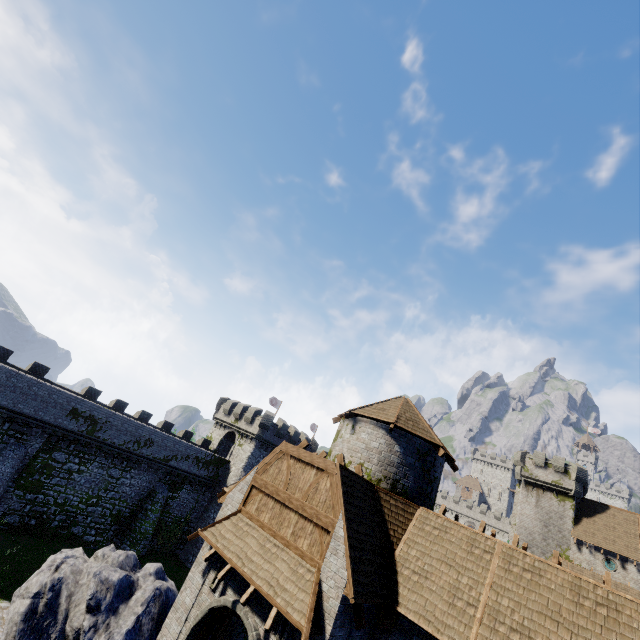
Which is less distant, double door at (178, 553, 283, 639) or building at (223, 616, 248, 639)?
double door at (178, 553, 283, 639)

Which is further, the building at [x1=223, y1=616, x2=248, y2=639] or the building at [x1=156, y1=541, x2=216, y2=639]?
Result: the building at [x1=223, y1=616, x2=248, y2=639]

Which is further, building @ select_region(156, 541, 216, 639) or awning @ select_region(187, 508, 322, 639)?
building @ select_region(156, 541, 216, 639)

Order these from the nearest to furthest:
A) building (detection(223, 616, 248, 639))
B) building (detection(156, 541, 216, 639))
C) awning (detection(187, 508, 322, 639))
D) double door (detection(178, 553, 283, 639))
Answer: awning (detection(187, 508, 322, 639))
double door (detection(178, 553, 283, 639))
building (detection(156, 541, 216, 639))
building (detection(223, 616, 248, 639))

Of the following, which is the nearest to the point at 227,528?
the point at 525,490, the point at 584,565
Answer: the point at 584,565

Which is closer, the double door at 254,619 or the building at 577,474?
the building at 577,474
